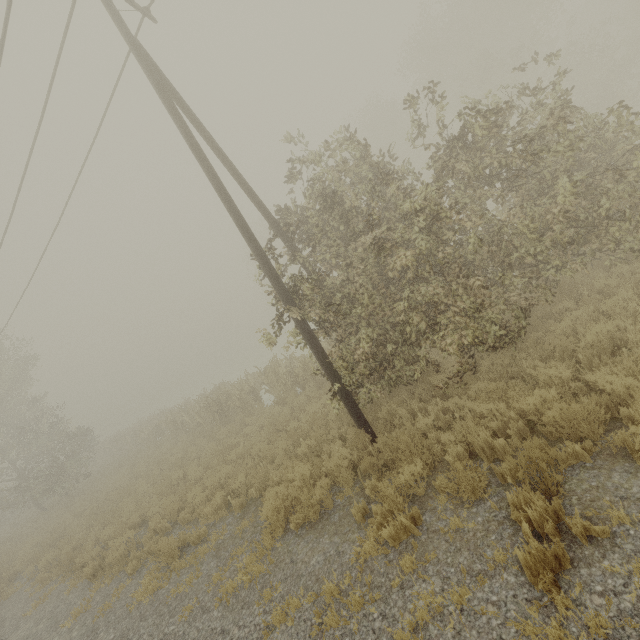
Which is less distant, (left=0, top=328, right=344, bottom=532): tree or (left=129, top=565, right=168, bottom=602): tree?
(left=129, top=565, right=168, bottom=602): tree

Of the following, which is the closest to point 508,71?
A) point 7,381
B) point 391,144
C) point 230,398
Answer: point 391,144

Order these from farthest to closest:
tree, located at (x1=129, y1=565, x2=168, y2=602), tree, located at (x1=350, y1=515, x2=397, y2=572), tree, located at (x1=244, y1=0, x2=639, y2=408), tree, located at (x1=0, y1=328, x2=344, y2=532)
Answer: tree, located at (x1=0, y1=328, x2=344, y2=532) < tree, located at (x1=129, y1=565, x2=168, y2=602) < tree, located at (x1=244, y1=0, x2=639, y2=408) < tree, located at (x1=350, y1=515, x2=397, y2=572)

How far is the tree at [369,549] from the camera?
4.8m

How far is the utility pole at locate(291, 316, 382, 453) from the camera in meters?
7.3

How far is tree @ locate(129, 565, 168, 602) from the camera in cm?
716

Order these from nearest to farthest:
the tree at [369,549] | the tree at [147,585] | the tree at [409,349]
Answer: the tree at [369,549], the tree at [409,349], the tree at [147,585]
